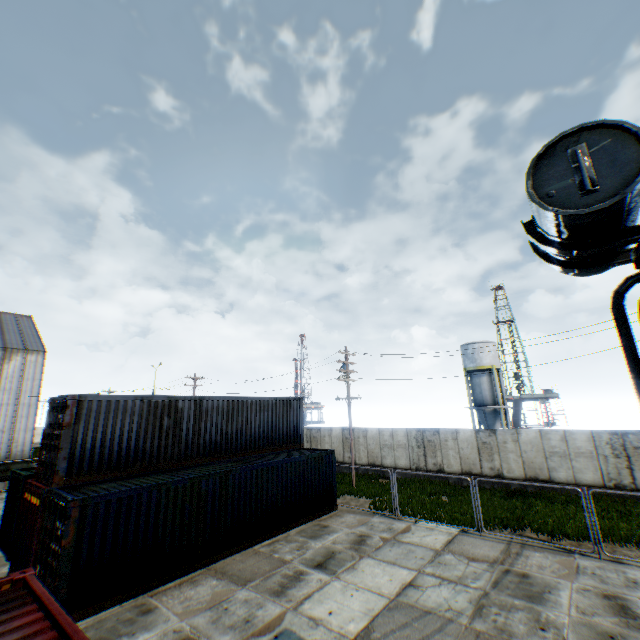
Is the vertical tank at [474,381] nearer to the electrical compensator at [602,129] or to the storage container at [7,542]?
the storage container at [7,542]

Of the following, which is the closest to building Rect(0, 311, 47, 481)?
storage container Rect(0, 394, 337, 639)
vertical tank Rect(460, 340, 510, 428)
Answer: storage container Rect(0, 394, 337, 639)

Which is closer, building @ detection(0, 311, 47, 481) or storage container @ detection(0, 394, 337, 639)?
storage container @ detection(0, 394, 337, 639)

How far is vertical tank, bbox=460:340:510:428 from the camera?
37.06m

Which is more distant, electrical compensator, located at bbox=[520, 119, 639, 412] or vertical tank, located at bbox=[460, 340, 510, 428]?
vertical tank, located at bbox=[460, 340, 510, 428]

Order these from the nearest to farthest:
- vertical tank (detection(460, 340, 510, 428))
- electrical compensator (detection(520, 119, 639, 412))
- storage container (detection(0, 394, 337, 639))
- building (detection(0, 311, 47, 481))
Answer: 1. electrical compensator (detection(520, 119, 639, 412))
2. storage container (detection(0, 394, 337, 639))
3. building (detection(0, 311, 47, 481))
4. vertical tank (detection(460, 340, 510, 428))

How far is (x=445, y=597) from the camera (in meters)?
9.00
